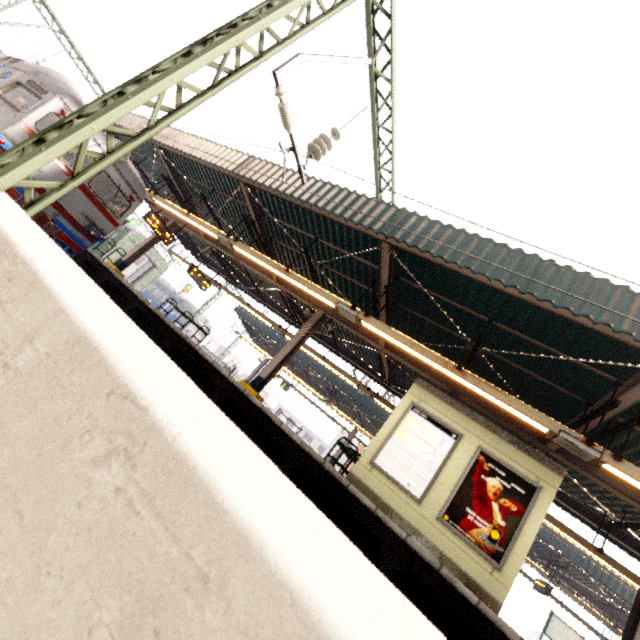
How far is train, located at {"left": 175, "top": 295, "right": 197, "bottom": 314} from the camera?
37.5 meters

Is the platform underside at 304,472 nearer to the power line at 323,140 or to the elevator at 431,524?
the elevator at 431,524

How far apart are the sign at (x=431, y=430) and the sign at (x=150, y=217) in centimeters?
1163cm

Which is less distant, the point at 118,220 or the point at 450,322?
the point at 450,322

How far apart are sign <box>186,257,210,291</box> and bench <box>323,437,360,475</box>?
10.9 meters

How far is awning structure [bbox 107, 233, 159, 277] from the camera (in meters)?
14.76

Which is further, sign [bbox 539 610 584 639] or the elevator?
sign [bbox 539 610 584 639]

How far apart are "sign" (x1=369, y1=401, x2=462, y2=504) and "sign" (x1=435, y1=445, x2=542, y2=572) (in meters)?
0.35
